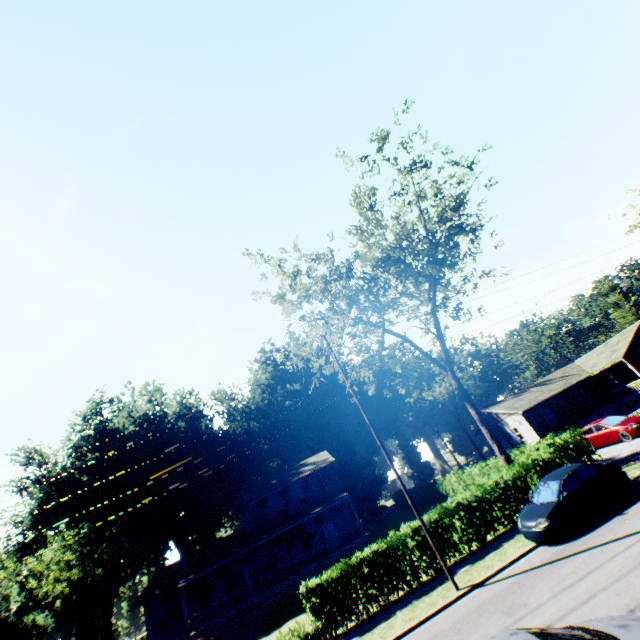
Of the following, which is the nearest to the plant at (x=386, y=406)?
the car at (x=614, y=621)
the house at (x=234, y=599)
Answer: the car at (x=614, y=621)

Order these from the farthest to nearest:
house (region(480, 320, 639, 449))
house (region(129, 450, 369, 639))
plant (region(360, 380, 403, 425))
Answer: plant (region(360, 380, 403, 425))
house (region(480, 320, 639, 449))
house (region(129, 450, 369, 639))

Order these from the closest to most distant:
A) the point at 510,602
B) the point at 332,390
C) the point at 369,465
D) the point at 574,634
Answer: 1. the point at 574,634
2. the point at 510,602
3. the point at 369,465
4. the point at 332,390

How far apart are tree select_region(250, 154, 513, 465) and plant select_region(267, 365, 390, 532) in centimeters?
3215cm

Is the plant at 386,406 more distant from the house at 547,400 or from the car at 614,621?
the house at 547,400

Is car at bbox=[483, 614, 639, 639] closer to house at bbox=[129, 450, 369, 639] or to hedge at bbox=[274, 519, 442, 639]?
hedge at bbox=[274, 519, 442, 639]

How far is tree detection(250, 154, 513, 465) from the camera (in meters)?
18.95

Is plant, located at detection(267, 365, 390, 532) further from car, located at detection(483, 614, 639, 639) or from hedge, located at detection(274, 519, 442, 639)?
car, located at detection(483, 614, 639, 639)
